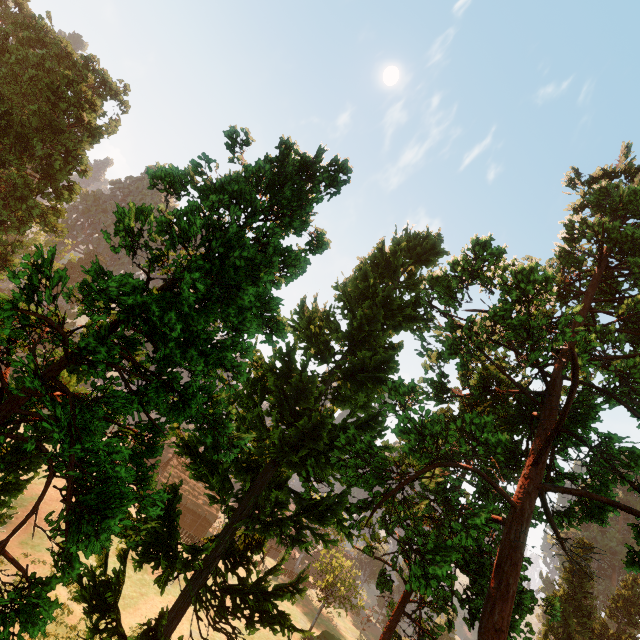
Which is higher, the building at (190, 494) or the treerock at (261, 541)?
the treerock at (261, 541)

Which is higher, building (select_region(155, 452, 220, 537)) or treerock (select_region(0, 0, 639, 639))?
treerock (select_region(0, 0, 639, 639))

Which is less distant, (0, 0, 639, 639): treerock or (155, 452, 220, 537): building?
(0, 0, 639, 639): treerock

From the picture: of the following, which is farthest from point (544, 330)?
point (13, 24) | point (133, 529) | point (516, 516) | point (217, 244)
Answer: point (13, 24)

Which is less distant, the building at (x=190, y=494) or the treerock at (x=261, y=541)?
the treerock at (x=261, y=541)

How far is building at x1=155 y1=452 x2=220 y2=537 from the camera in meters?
54.8 m
